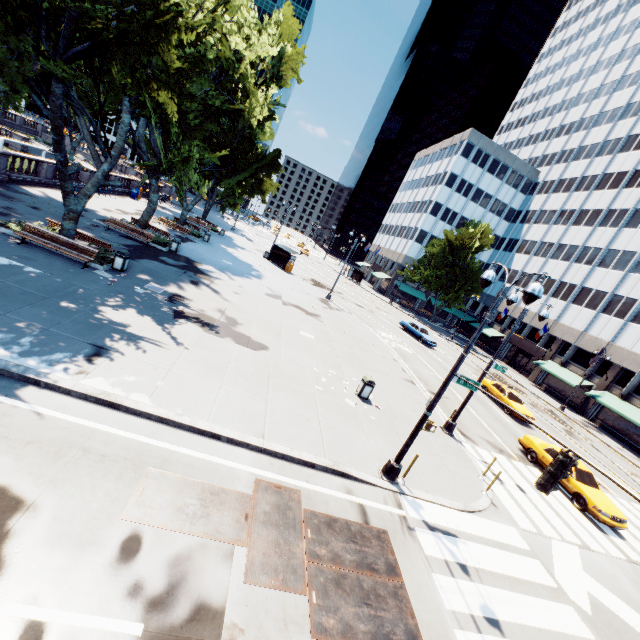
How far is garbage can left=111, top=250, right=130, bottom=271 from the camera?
15.58m

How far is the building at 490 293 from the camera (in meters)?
57.99

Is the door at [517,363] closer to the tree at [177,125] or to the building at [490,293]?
the building at [490,293]

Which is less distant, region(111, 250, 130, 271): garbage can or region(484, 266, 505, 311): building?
region(111, 250, 130, 271): garbage can

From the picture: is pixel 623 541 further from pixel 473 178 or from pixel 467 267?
pixel 473 178

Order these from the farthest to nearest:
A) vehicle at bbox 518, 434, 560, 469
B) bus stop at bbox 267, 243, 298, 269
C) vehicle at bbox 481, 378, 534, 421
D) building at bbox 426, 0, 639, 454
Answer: bus stop at bbox 267, 243, 298, 269
building at bbox 426, 0, 639, 454
vehicle at bbox 481, 378, 534, 421
vehicle at bbox 518, 434, 560, 469

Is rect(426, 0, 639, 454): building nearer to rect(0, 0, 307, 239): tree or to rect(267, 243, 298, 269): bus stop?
rect(0, 0, 307, 239): tree

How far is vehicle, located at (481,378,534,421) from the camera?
23.61m
